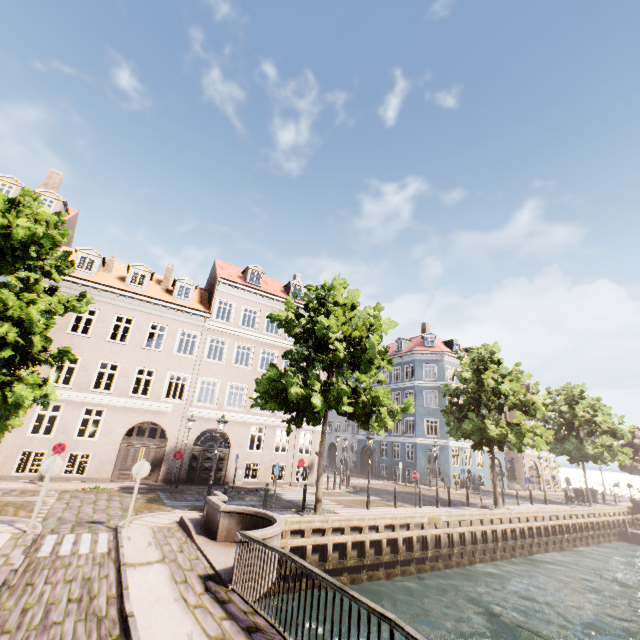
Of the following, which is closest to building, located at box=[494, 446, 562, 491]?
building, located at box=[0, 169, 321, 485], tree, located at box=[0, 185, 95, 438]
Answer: tree, located at box=[0, 185, 95, 438]

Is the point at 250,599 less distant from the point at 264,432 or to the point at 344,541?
the point at 344,541

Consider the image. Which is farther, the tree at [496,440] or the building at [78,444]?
the tree at [496,440]

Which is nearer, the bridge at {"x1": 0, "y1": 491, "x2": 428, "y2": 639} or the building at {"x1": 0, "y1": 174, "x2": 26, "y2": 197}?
the bridge at {"x1": 0, "y1": 491, "x2": 428, "y2": 639}

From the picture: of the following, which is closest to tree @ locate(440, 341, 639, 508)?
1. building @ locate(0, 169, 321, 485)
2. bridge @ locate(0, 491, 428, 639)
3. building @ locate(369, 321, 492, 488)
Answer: bridge @ locate(0, 491, 428, 639)

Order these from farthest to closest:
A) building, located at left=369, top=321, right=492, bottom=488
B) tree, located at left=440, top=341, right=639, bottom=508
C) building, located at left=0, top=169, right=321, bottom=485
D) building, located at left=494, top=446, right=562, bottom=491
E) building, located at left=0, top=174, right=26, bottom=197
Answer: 1. building, located at left=494, top=446, right=562, bottom=491
2. building, located at left=369, top=321, right=492, bottom=488
3. tree, located at left=440, top=341, right=639, bottom=508
4. building, located at left=0, top=174, right=26, bottom=197
5. building, located at left=0, top=169, right=321, bottom=485

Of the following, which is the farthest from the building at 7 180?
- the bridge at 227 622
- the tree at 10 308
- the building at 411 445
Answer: the building at 411 445

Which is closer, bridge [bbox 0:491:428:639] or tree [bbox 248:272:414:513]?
bridge [bbox 0:491:428:639]
